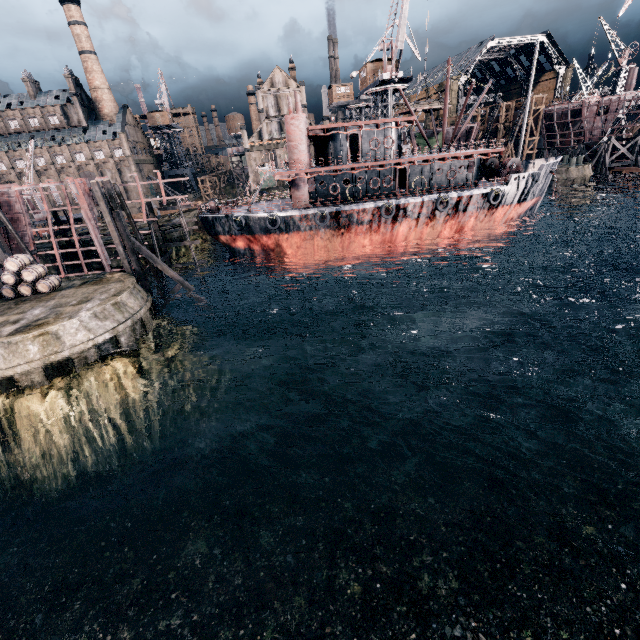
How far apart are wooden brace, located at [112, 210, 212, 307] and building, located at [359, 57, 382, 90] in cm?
4362

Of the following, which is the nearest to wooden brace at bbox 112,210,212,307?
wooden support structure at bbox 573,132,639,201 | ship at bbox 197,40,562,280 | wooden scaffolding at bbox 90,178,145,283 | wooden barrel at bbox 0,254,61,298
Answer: wooden scaffolding at bbox 90,178,145,283

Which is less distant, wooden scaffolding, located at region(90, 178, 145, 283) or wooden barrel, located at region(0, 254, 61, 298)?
wooden barrel, located at region(0, 254, 61, 298)

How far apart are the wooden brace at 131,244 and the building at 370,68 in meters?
43.6 m

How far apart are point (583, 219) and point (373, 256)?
37.3m

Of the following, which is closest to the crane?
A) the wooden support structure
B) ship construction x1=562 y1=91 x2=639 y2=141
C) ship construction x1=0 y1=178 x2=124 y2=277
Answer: ship construction x1=0 y1=178 x2=124 y2=277

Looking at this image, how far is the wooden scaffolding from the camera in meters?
22.8 m

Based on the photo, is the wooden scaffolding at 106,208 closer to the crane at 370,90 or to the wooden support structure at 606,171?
the crane at 370,90
